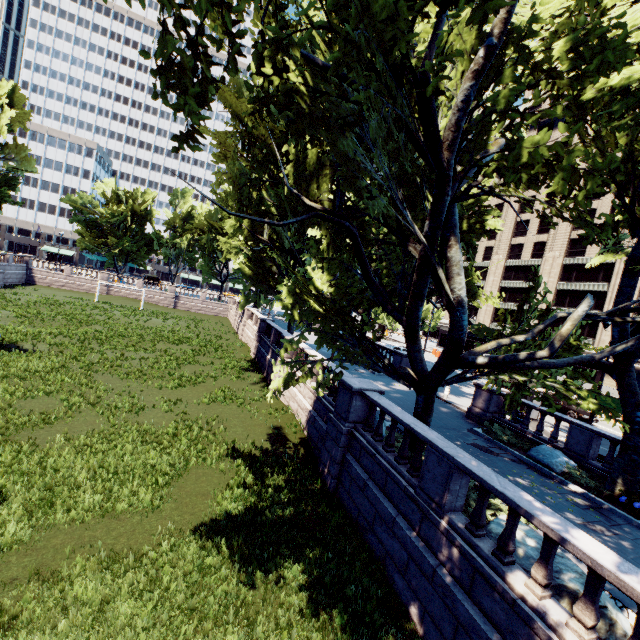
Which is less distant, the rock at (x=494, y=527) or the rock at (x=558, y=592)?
the rock at (x=558, y=592)

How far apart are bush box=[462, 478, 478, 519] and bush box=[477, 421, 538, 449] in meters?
7.2 m

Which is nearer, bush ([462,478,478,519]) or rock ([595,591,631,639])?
rock ([595,591,631,639])

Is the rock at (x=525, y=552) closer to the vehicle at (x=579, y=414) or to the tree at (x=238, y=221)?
the tree at (x=238, y=221)

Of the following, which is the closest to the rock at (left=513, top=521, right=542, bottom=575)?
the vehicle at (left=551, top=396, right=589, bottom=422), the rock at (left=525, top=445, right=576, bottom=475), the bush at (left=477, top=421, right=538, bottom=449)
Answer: the rock at (left=525, top=445, right=576, bottom=475)

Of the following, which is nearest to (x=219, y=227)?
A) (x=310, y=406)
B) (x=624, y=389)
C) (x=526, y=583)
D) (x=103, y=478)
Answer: (x=310, y=406)

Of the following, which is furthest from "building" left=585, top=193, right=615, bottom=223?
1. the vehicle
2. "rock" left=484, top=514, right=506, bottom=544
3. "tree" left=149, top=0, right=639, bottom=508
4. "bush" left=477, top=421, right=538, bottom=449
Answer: "rock" left=484, top=514, right=506, bottom=544

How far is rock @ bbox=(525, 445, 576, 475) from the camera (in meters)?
13.43
